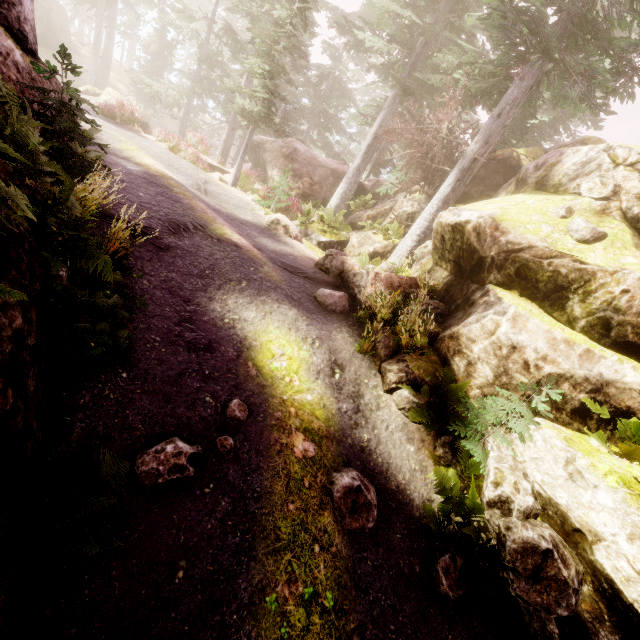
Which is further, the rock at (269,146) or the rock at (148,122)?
the rock at (269,146)

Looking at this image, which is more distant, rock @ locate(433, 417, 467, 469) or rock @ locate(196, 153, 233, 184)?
rock @ locate(196, 153, 233, 184)

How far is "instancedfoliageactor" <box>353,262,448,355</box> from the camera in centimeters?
671cm

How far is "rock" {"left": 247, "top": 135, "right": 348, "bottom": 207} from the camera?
20.89m

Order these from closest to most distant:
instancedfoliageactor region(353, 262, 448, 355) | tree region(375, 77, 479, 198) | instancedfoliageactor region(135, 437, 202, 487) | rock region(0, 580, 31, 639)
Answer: rock region(0, 580, 31, 639) < instancedfoliageactor region(135, 437, 202, 487) < instancedfoliageactor region(353, 262, 448, 355) < tree region(375, 77, 479, 198)

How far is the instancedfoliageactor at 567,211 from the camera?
7.3 meters

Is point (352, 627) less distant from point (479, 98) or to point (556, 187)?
point (556, 187)
